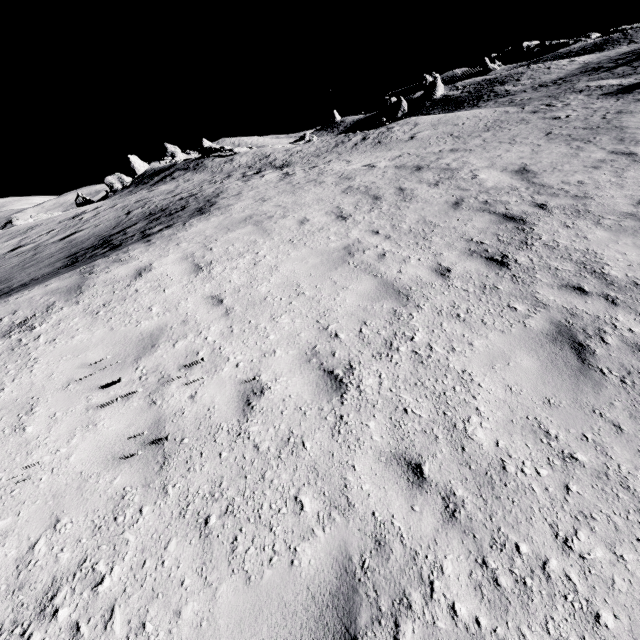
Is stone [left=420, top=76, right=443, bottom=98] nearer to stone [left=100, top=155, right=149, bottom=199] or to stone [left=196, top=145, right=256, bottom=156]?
stone [left=196, top=145, right=256, bottom=156]

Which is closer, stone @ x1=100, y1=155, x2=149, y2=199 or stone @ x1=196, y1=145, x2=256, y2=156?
stone @ x1=196, y1=145, x2=256, y2=156

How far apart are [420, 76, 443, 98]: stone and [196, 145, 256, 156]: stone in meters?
40.2

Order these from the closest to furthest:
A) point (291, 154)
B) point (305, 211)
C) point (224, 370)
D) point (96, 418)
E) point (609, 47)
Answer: point (96, 418)
point (224, 370)
point (305, 211)
point (291, 154)
point (609, 47)

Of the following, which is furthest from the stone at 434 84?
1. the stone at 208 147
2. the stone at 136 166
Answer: the stone at 136 166

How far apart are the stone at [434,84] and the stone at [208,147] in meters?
40.2 m

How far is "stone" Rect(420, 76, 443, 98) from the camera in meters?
53.6
